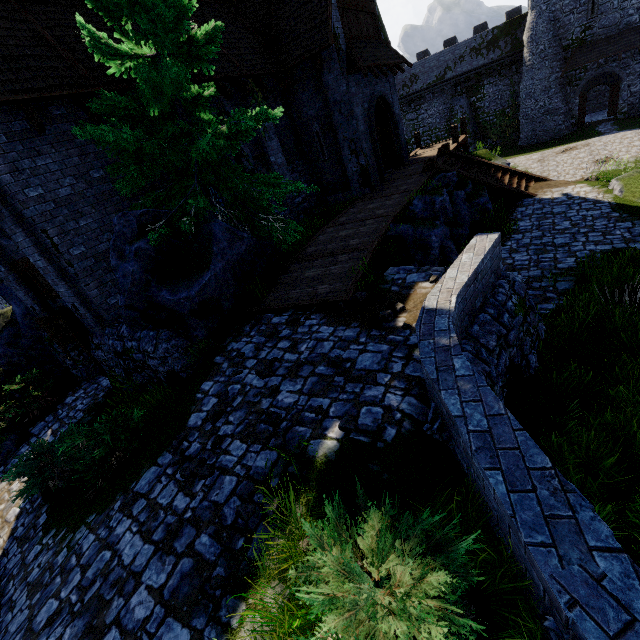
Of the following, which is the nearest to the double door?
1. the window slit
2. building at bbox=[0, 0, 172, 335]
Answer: building at bbox=[0, 0, 172, 335]

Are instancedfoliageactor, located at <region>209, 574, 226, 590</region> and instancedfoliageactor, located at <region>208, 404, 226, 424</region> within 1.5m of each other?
no

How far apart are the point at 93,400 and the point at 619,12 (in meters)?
42.61

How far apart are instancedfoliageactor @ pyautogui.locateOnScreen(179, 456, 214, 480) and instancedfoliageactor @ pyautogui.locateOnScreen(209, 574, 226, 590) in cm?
133

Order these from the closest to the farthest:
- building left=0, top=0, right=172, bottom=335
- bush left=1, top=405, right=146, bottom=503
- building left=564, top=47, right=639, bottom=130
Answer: bush left=1, top=405, right=146, bottom=503 < building left=0, top=0, right=172, bottom=335 < building left=564, top=47, right=639, bottom=130

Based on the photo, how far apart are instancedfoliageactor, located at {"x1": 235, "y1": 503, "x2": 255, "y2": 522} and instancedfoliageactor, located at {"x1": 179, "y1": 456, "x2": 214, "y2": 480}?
0.8 meters

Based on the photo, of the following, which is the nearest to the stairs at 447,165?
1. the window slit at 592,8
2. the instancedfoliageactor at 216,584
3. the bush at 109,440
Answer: the bush at 109,440

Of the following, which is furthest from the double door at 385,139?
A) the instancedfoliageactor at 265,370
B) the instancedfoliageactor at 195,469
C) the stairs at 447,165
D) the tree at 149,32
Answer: the instancedfoliageactor at 195,469
